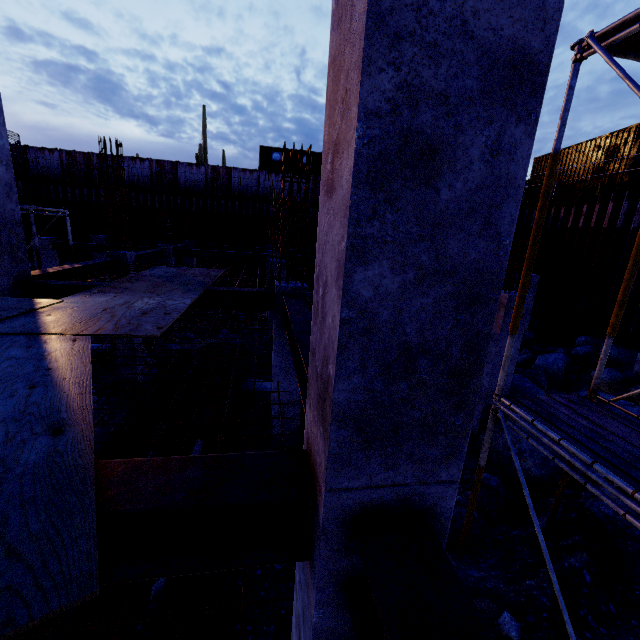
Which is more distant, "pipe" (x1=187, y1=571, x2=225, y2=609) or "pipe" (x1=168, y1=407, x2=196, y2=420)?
"pipe" (x1=168, y1=407, x2=196, y2=420)

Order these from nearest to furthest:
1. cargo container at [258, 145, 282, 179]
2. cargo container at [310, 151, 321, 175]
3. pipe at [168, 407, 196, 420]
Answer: pipe at [168, 407, 196, 420], cargo container at [258, 145, 282, 179], cargo container at [310, 151, 321, 175]

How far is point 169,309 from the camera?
4.23m

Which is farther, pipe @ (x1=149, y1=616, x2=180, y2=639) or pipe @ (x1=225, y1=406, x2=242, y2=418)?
pipe @ (x1=225, y1=406, x2=242, y2=418)

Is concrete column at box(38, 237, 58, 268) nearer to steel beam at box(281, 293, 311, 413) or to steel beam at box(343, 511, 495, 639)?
steel beam at box(281, 293, 311, 413)

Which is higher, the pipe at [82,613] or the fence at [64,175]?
the fence at [64,175]

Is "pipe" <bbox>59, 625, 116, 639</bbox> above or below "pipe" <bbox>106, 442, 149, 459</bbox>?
below

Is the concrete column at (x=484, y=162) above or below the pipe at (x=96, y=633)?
above
